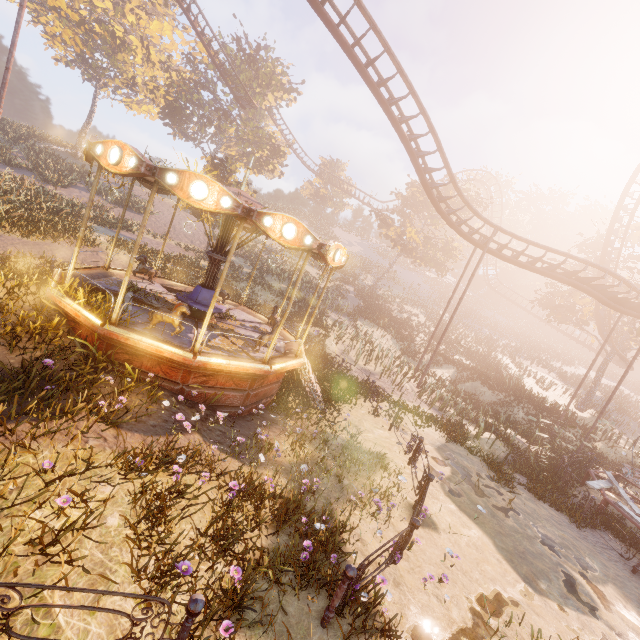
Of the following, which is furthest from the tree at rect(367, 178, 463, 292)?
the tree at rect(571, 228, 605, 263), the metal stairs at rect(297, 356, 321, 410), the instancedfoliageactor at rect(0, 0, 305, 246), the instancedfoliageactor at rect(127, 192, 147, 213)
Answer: the metal stairs at rect(297, 356, 321, 410)

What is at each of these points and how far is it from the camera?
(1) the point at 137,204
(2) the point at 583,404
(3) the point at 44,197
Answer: (1) instancedfoliageactor, 28.1 meters
(2) tree, 30.3 meters
(3) instancedfoliageactor, 20.0 meters

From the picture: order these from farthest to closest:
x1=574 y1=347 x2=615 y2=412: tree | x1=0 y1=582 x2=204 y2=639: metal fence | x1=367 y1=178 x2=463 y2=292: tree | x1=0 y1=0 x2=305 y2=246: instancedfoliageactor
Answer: x1=367 y1=178 x2=463 y2=292: tree, x1=574 y1=347 x2=615 y2=412: tree, x1=0 y1=0 x2=305 y2=246: instancedfoliageactor, x1=0 y1=582 x2=204 y2=639: metal fence

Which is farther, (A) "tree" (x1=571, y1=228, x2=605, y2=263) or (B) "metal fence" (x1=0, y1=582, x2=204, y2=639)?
(A) "tree" (x1=571, y1=228, x2=605, y2=263)

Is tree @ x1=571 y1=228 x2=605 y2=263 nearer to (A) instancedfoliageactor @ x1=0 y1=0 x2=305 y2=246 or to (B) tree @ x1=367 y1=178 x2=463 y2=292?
(B) tree @ x1=367 y1=178 x2=463 y2=292

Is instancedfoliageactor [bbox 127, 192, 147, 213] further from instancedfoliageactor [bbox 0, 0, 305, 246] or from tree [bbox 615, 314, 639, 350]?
tree [bbox 615, 314, 639, 350]

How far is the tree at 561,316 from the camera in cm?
2827

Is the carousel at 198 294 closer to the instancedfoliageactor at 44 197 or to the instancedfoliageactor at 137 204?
the instancedfoliageactor at 44 197
